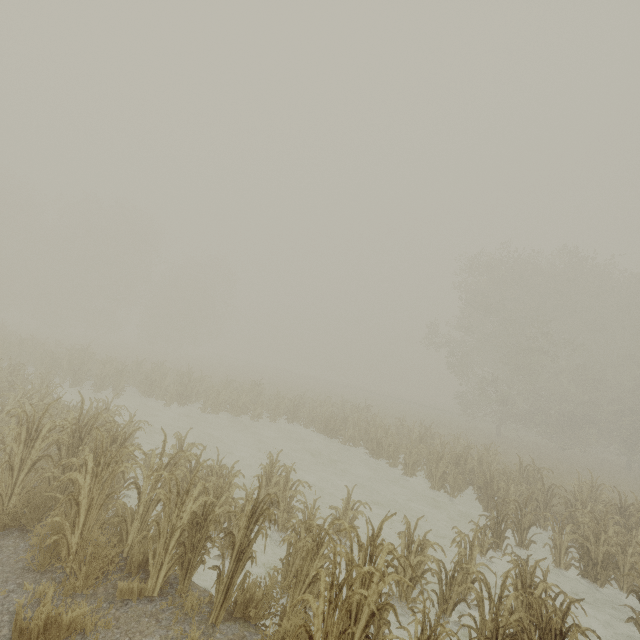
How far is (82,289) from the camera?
38.6m
